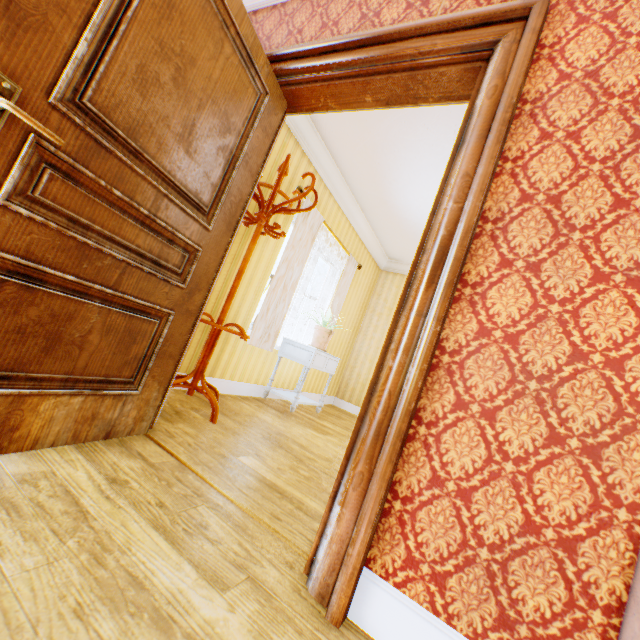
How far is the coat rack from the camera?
2.6 meters

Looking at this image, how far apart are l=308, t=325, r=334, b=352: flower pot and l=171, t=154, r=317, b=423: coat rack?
1.4m

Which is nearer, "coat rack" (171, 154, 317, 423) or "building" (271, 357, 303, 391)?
"coat rack" (171, 154, 317, 423)

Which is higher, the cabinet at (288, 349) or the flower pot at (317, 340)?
A: the flower pot at (317, 340)

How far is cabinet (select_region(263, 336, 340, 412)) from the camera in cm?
396

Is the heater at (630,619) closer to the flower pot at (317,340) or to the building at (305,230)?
the building at (305,230)

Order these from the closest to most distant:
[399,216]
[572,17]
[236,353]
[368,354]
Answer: [572,17], [236,353], [399,216], [368,354]
